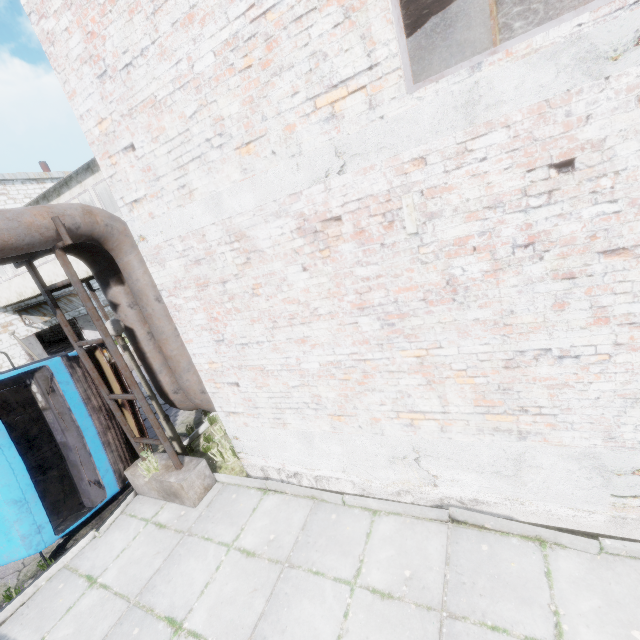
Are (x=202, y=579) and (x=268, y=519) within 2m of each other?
yes

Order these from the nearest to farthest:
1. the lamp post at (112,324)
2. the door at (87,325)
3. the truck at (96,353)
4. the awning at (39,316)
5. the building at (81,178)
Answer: the lamp post at (112,324) → the truck at (96,353) → the building at (81,178) → the awning at (39,316) → the door at (87,325)

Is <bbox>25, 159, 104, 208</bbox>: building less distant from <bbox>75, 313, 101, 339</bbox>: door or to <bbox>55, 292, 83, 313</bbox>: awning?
<bbox>55, 292, 83, 313</bbox>: awning

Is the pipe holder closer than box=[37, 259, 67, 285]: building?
Yes

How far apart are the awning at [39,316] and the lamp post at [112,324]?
16.6m

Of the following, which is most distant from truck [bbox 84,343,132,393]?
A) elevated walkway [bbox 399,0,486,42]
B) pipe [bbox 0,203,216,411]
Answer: elevated walkway [bbox 399,0,486,42]

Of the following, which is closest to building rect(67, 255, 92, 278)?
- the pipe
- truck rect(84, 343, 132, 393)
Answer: the pipe

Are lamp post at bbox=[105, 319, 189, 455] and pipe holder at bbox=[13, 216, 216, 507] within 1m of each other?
yes
